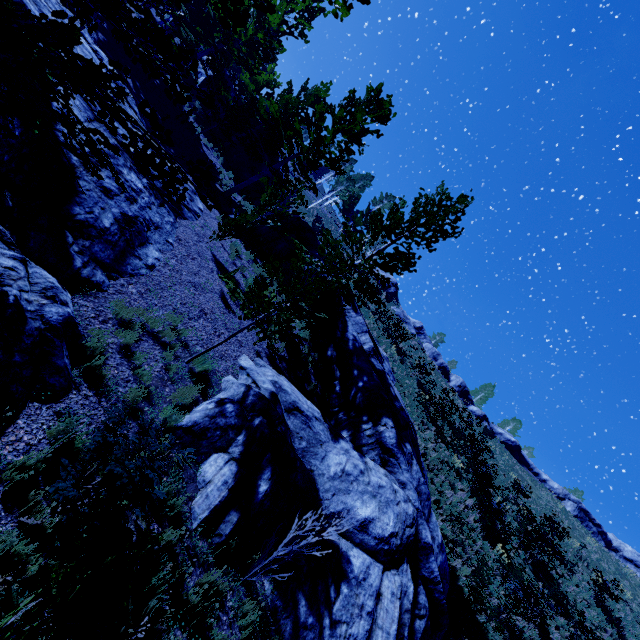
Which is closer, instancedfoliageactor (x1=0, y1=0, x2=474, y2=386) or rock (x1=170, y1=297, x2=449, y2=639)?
instancedfoliageactor (x1=0, y1=0, x2=474, y2=386)

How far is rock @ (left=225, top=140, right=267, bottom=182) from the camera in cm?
2227

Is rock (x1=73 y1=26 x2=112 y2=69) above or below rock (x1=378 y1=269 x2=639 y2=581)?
below

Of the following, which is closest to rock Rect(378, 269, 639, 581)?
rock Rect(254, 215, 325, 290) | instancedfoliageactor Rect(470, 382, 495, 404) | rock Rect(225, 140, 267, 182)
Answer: instancedfoliageactor Rect(470, 382, 495, 404)

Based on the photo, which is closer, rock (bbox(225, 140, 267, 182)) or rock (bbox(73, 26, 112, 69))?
rock (bbox(73, 26, 112, 69))

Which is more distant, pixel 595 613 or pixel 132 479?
pixel 595 613

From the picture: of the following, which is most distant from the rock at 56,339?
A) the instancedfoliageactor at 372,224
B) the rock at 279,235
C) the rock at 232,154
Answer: the rock at 232,154

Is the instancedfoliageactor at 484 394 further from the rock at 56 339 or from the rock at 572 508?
the rock at 56 339
